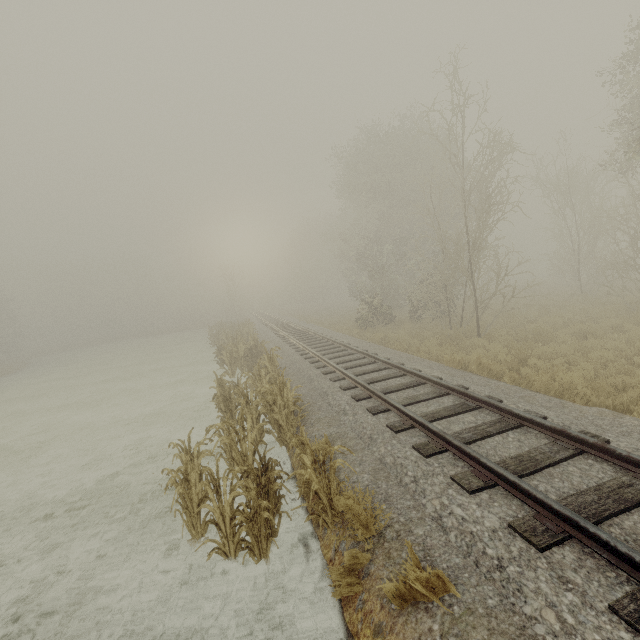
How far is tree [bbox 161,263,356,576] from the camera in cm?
452

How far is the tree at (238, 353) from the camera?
Result: 4.5 meters

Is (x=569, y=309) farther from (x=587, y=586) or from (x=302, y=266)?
(x=302, y=266)
